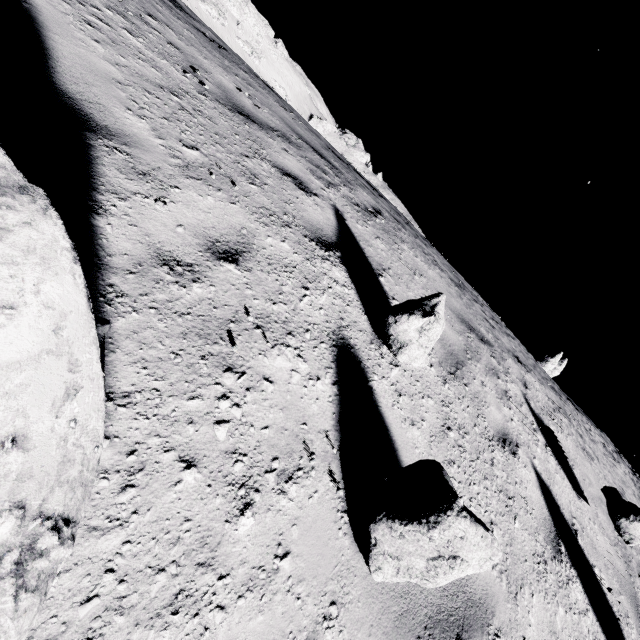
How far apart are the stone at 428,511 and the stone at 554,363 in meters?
29.8 m

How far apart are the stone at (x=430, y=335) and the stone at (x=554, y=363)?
28.84m

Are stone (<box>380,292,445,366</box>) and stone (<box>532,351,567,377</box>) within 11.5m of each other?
no

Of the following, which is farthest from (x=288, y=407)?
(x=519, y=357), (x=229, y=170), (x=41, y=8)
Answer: (x=519, y=357)

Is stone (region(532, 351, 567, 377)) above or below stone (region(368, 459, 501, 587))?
above

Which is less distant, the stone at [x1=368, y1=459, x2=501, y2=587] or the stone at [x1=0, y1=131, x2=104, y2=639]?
the stone at [x1=0, y1=131, x2=104, y2=639]

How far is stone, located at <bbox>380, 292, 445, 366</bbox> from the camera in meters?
2.7 m

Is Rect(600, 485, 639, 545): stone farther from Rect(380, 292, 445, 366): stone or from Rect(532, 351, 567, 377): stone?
Rect(532, 351, 567, 377): stone
